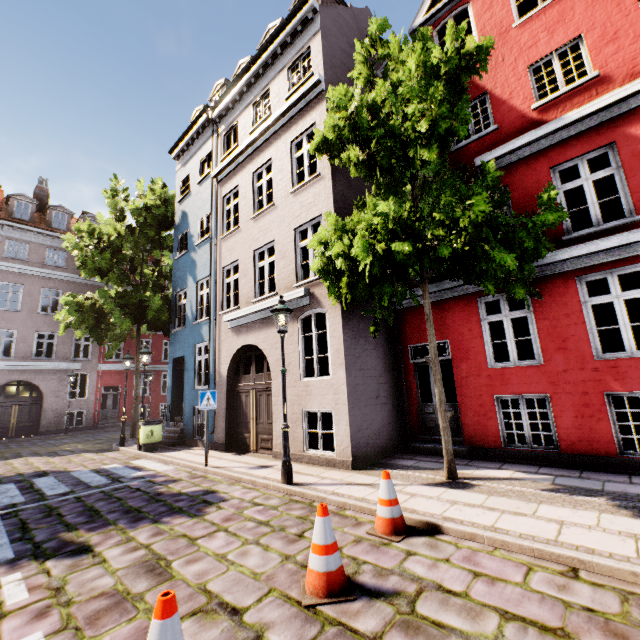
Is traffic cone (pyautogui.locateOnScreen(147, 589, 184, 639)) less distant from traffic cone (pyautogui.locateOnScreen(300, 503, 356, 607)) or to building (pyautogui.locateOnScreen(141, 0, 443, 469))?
traffic cone (pyautogui.locateOnScreen(300, 503, 356, 607))

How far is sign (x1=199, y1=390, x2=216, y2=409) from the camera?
8.5m

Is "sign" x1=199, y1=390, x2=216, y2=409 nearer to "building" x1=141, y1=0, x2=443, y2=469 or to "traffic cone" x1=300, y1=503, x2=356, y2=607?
"building" x1=141, y1=0, x2=443, y2=469

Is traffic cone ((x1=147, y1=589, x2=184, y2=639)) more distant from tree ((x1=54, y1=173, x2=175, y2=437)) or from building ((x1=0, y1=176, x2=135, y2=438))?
tree ((x1=54, y1=173, x2=175, y2=437))

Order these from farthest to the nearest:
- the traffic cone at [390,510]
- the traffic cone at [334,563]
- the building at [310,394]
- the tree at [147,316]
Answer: the tree at [147,316], the building at [310,394], the traffic cone at [390,510], the traffic cone at [334,563]

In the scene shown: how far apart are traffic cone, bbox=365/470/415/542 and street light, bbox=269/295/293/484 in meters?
2.3

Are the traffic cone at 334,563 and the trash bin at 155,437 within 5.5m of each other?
no

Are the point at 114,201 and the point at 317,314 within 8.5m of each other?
no
